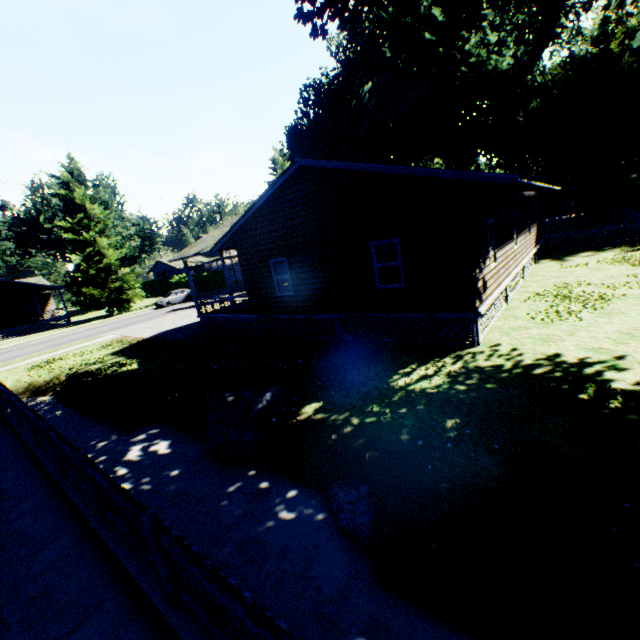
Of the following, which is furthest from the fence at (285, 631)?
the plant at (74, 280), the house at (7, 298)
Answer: the house at (7, 298)

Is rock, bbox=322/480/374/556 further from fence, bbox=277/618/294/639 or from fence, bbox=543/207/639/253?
fence, bbox=543/207/639/253

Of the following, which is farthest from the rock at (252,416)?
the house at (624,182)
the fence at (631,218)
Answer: the house at (624,182)

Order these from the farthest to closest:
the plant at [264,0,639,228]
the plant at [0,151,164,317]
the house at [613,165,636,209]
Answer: the house at [613,165,636,209]
the plant at [0,151,164,317]
the plant at [264,0,639,228]

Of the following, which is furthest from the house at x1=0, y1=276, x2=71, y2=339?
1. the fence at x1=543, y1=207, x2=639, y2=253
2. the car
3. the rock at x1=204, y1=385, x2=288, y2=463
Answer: the rock at x1=204, y1=385, x2=288, y2=463

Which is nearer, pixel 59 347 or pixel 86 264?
pixel 59 347

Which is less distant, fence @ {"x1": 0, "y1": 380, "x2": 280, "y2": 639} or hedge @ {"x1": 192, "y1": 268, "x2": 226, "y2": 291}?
fence @ {"x1": 0, "y1": 380, "x2": 280, "y2": 639}

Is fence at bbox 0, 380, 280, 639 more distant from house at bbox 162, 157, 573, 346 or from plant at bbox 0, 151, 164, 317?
plant at bbox 0, 151, 164, 317
